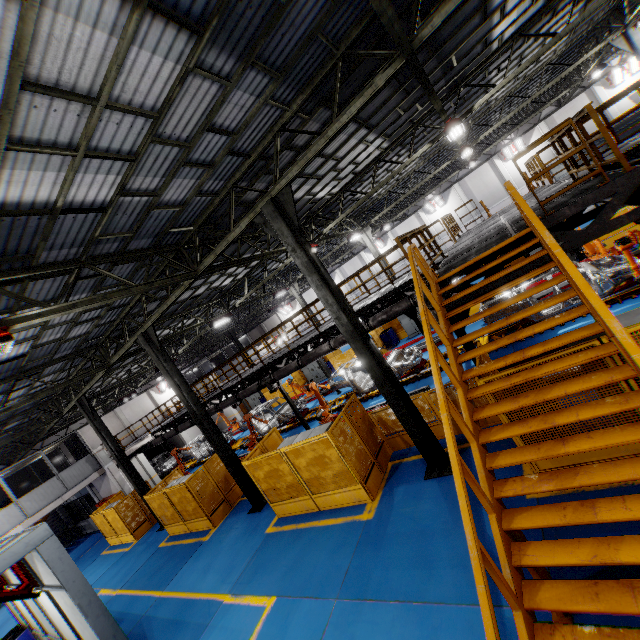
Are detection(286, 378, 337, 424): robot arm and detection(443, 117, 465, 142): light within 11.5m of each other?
yes

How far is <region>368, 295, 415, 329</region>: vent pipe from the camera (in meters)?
11.52

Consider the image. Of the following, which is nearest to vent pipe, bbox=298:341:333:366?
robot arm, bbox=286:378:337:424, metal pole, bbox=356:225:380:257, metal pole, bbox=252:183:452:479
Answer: robot arm, bbox=286:378:337:424

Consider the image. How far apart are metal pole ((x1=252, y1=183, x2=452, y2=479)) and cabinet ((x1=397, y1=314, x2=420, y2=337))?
13.1 meters

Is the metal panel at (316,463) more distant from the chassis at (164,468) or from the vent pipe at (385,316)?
the chassis at (164,468)

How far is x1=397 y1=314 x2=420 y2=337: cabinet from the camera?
21.3m

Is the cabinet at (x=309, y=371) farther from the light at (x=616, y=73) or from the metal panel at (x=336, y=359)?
the light at (x=616, y=73)

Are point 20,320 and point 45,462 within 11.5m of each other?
no
